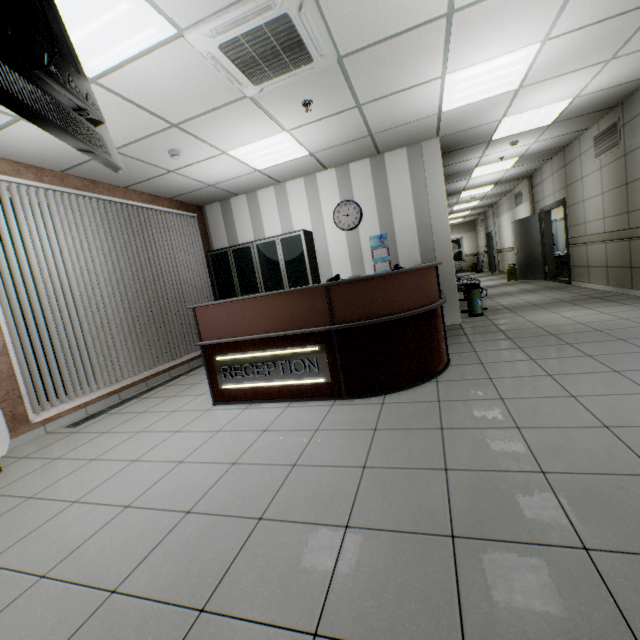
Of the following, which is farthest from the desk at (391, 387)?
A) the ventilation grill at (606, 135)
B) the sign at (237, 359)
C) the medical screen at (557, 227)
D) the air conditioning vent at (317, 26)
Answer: the medical screen at (557, 227)

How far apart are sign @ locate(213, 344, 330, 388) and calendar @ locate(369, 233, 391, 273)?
3.4m

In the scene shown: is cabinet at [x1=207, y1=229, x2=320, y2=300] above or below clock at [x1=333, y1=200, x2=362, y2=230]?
below

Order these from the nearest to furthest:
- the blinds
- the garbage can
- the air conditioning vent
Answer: the air conditioning vent, the blinds, the garbage can

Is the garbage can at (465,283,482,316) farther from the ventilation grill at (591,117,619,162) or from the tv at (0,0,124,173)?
the tv at (0,0,124,173)

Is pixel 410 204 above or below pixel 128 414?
above

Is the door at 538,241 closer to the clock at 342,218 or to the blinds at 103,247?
the clock at 342,218

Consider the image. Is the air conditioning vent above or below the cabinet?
above
